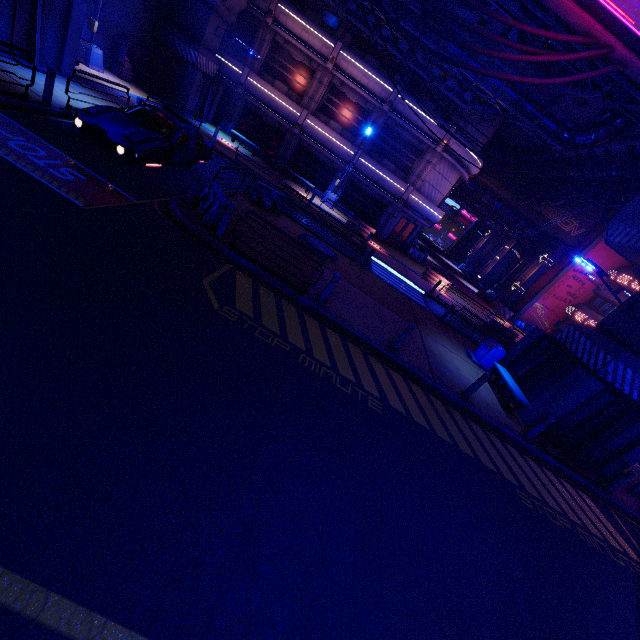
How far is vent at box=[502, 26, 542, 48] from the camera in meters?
13.7

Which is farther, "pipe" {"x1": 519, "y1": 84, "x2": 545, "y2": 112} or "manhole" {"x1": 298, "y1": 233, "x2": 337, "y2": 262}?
"pipe" {"x1": 519, "y1": 84, "x2": 545, "y2": 112}

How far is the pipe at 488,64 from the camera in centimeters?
1580cm

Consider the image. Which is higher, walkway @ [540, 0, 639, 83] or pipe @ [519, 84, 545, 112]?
pipe @ [519, 84, 545, 112]

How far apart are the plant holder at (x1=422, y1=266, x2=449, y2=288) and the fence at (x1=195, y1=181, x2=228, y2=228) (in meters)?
18.31

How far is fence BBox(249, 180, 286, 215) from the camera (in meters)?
14.29

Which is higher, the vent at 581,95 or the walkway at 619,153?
the walkway at 619,153

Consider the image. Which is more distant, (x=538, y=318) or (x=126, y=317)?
(x=538, y=318)
